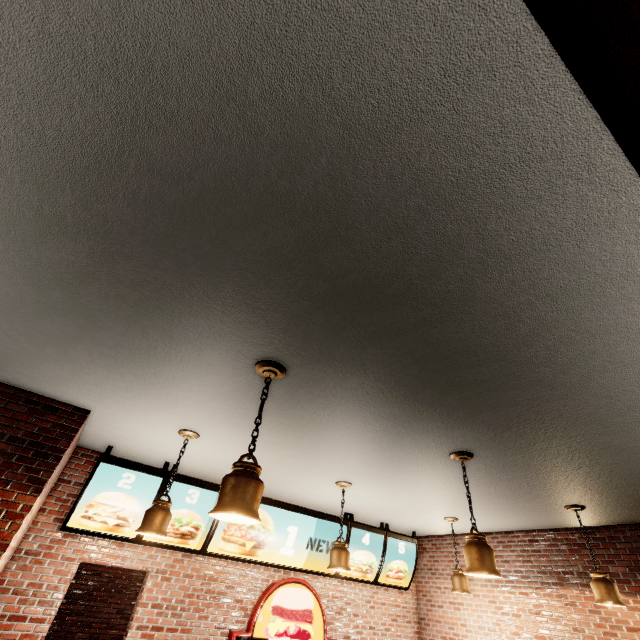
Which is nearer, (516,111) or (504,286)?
(516,111)
